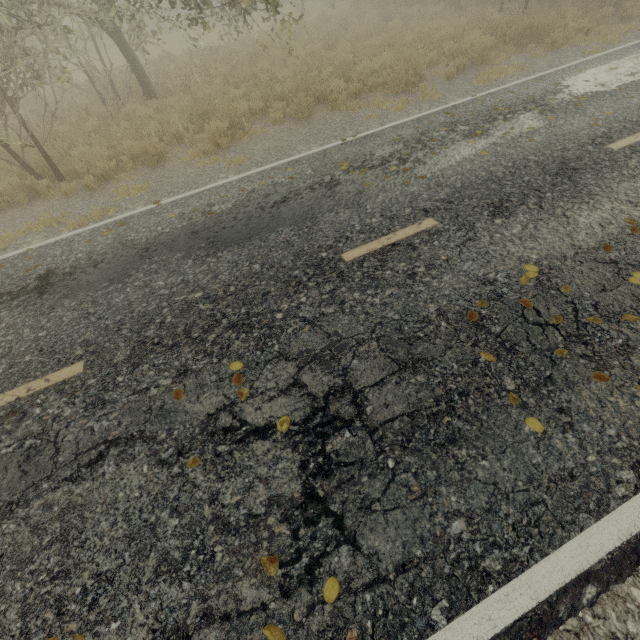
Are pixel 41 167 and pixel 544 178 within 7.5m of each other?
no

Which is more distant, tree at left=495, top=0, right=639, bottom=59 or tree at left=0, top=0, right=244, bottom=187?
tree at left=495, top=0, right=639, bottom=59

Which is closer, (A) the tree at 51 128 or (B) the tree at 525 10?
(A) the tree at 51 128
